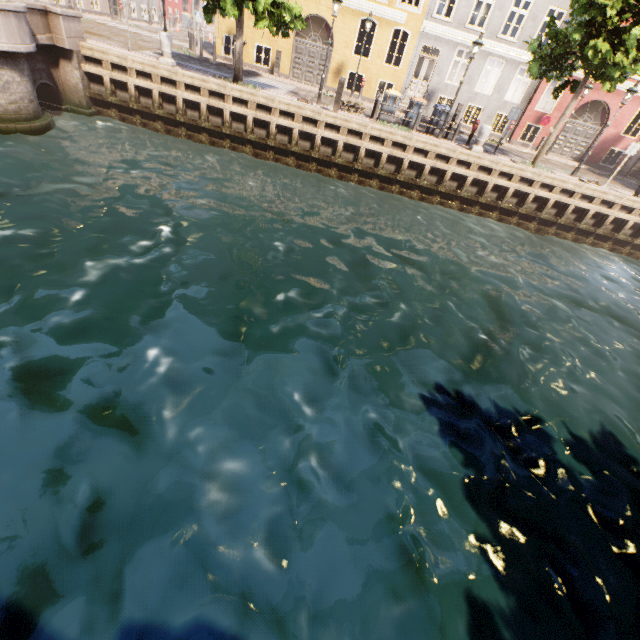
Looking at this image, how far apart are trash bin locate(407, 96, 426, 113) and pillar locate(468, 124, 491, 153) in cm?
276

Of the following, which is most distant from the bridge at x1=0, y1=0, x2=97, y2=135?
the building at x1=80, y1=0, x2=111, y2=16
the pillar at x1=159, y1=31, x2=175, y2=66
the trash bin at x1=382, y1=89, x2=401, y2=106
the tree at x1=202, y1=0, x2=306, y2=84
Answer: the trash bin at x1=382, y1=89, x2=401, y2=106

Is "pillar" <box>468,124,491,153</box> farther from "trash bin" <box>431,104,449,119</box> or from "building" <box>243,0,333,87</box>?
"building" <box>243,0,333,87</box>

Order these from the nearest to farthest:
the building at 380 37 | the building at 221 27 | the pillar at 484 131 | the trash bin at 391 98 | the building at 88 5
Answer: the pillar at 484 131 < the trash bin at 391 98 < the building at 380 37 < the building at 221 27 < the building at 88 5

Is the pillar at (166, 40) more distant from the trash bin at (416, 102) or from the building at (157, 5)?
Result: the building at (157, 5)

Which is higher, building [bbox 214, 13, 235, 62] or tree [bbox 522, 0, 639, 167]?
tree [bbox 522, 0, 639, 167]

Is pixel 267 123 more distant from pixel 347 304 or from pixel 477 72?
pixel 477 72

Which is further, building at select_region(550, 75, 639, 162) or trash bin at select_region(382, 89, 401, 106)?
building at select_region(550, 75, 639, 162)
